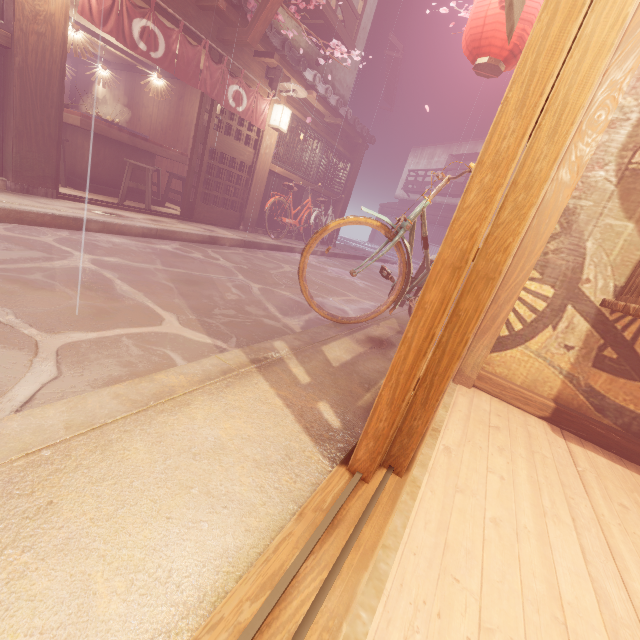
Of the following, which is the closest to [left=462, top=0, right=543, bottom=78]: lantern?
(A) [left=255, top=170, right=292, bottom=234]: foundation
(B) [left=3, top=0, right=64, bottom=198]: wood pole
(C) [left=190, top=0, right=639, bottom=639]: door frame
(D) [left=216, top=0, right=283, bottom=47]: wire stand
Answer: (D) [left=216, top=0, right=283, bottom=47]: wire stand

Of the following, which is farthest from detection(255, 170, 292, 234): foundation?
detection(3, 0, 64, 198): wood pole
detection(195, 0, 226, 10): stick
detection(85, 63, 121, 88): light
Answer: detection(85, 63, 121, 88): light

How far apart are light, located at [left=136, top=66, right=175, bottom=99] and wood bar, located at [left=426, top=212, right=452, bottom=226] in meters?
31.7

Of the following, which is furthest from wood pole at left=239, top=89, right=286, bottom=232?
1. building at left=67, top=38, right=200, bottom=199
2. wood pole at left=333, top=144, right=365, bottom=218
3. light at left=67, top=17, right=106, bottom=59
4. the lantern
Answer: the lantern

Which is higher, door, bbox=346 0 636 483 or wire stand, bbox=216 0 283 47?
wire stand, bbox=216 0 283 47

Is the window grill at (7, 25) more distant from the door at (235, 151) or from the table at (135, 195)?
the door at (235, 151)

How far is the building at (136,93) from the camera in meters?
14.1

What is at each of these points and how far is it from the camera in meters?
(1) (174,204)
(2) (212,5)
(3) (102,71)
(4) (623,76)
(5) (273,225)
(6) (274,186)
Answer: (1) building, 15.0 m
(2) stick, 8.4 m
(3) light, 13.0 m
(4) wood pole, 3.2 m
(5) foundation, 15.3 m
(6) foundation, 14.3 m
